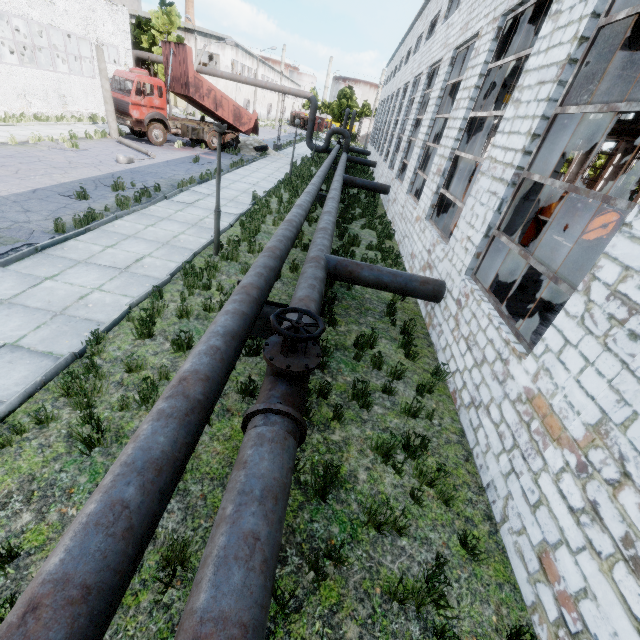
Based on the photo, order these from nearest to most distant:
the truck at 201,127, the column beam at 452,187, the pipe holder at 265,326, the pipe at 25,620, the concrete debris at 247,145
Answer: the pipe at 25,620 < the pipe holder at 265,326 < the column beam at 452,187 < the truck at 201,127 < the concrete debris at 247,145

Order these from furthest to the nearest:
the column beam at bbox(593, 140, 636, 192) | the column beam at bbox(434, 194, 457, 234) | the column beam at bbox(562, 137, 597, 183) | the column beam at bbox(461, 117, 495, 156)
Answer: the column beam at bbox(562, 137, 597, 183), the column beam at bbox(593, 140, 636, 192), the column beam at bbox(434, 194, 457, 234), the column beam at bbox(461, 117, 495, 156)

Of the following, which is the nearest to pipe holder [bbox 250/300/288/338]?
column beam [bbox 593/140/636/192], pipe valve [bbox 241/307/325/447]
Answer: pipe valve [bbox 241/307/325/447]

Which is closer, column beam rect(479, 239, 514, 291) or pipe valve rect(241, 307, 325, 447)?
pipe valve rect(241, 307, 325, 447)

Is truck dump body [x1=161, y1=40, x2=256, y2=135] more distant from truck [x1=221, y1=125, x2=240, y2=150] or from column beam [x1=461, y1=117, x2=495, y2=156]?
column beam [x1=461, y1=117, x2=495, y2=156]

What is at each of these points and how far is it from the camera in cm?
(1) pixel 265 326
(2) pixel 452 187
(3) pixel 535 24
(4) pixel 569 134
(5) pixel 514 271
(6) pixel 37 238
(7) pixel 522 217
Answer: (1) pipe holder, 639
(2) column beam, 1062
(3) beam, 796
(4) column beam, 589
(5) wire spool, 873
(6) asphalt debris, 804
(7) column beam, 672

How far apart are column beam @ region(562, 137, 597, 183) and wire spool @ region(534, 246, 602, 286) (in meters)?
23.34

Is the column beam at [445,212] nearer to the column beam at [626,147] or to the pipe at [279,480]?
the pipe at [279,480]
